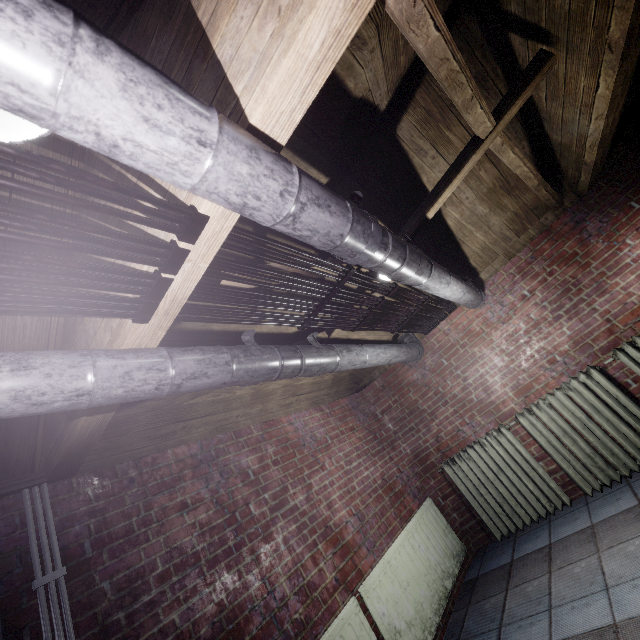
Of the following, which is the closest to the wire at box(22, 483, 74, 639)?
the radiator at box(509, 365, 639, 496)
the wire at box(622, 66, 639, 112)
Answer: the radiator at box(509, 365, 639, 496)

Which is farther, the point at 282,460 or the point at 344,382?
the point at 344,382

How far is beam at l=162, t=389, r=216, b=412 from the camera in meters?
1.8 m

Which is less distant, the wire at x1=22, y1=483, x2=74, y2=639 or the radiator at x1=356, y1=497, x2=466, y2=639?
the wire at x1=22, y1=483, x2=74, y2=639

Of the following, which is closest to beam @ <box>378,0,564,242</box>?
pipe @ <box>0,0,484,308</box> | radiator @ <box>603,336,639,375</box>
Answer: pipe @ <box>0,0,484,308</box>

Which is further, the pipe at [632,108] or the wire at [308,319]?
the pipe at [632,108]

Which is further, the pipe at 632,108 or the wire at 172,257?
the pipe at 632,108

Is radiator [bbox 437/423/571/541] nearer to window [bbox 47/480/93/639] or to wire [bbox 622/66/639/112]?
wire [bbox 622/66/639/112]
